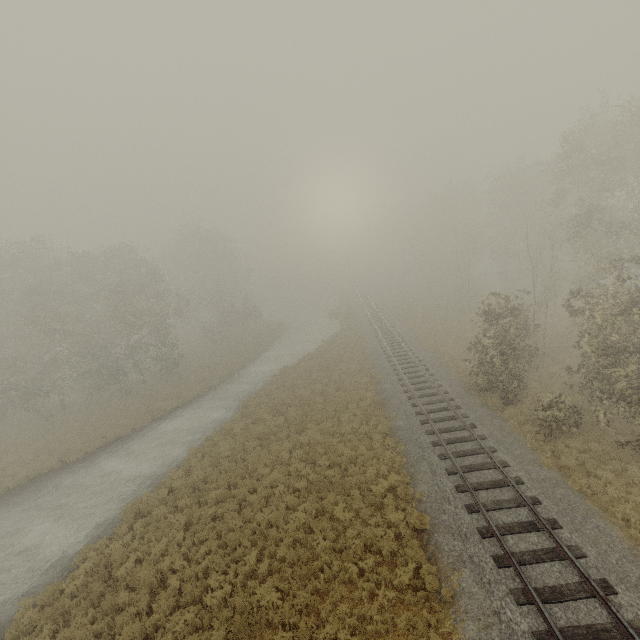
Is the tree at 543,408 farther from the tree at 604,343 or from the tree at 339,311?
the tree at 339,311

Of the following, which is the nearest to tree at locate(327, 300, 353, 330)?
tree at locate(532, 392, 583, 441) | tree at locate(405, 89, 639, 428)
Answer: tree at locate(405, 89, 639, 428)

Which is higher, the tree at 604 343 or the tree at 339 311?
the tree at 604 343

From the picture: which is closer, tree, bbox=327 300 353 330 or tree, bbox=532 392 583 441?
tree, bbox=532 392 583 441

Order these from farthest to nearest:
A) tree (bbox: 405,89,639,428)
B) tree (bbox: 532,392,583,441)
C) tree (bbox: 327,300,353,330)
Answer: tree (bbox: 327,300,353,330), tree (bbox: 532,392,583,441), tree (bbox: 405,89,639,428)

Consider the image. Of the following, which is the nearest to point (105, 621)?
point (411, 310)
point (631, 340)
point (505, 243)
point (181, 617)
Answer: point (181, 617)

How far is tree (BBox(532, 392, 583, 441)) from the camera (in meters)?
14.34

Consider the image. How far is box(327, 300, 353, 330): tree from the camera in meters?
43.0
